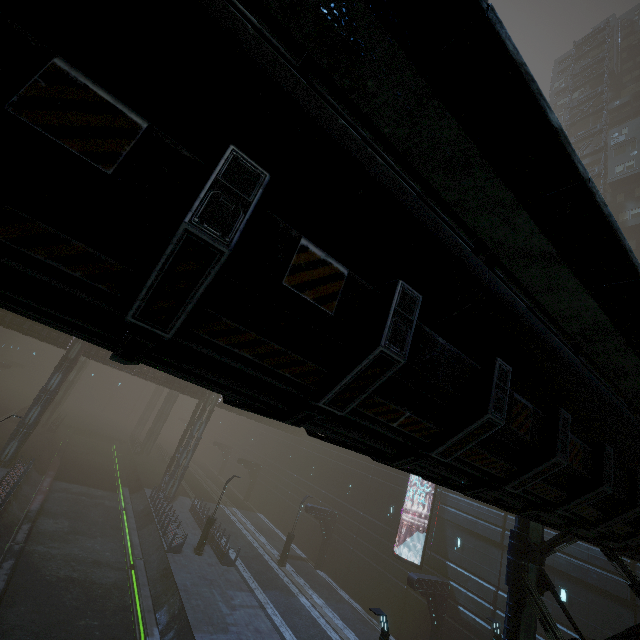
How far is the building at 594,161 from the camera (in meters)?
43.31

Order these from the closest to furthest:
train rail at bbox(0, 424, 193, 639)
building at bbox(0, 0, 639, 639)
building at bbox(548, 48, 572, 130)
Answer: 1. building at bbox(0, 0, 639, 639)
2. train rail at bbox(0, 424, 193, 639)
3. building at bbox(548, 48, 572, 130)

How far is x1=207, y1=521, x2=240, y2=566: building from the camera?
23.6 meters

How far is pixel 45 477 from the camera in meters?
28.2 m

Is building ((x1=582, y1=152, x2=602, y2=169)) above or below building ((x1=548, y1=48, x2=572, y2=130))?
below

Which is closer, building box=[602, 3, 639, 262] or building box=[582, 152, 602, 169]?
building box=[602, 3, 639, 262]
